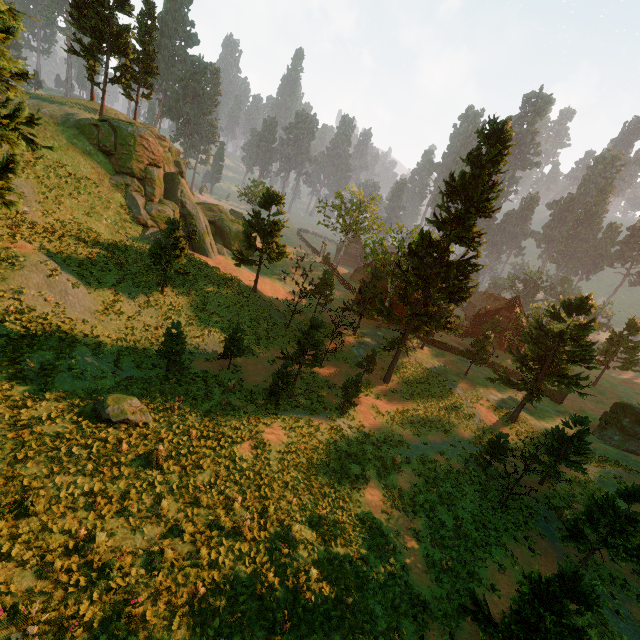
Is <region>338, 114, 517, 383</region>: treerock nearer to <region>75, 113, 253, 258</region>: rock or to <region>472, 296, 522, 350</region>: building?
<region>472, 296, 522, 350</region>: building

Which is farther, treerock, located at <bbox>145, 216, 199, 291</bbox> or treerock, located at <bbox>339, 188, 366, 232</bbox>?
treerock, located at <bbox>339, 188, 366, 232</bbox>

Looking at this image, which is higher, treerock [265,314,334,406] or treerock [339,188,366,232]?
treerock [339,188,366,232]

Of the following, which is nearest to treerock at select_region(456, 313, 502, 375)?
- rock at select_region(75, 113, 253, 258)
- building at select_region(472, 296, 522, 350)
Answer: building at select_region(472, 296, 522, 350)

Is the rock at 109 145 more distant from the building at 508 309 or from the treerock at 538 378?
the building at 508 309

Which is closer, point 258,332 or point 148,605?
point 148,605
